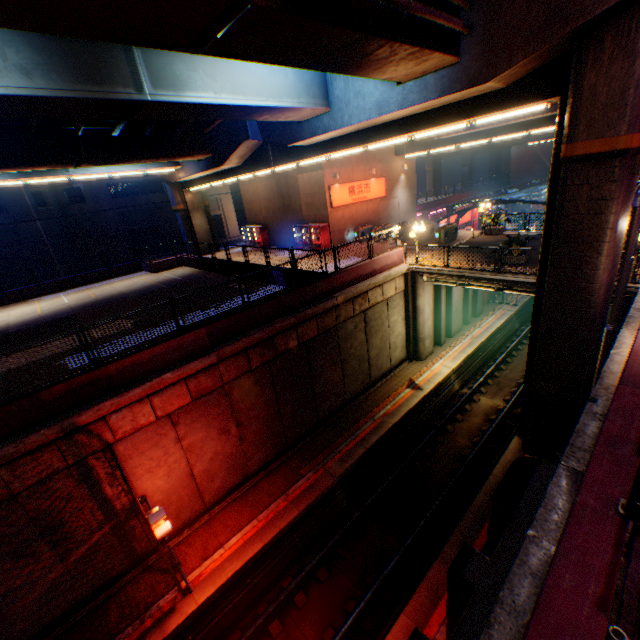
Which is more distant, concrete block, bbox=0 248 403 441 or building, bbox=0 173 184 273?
building, bbox=0 173 184 273

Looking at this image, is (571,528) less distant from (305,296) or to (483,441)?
(305,296)

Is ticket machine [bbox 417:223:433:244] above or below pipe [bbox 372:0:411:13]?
below

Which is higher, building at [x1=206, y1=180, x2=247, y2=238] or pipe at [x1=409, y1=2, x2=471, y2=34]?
pipe at [x1=409, y1=2, x2=471, y2=34]

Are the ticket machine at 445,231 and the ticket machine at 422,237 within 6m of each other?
yes

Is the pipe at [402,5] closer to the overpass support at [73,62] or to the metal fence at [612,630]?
the overpass support at [73,62]

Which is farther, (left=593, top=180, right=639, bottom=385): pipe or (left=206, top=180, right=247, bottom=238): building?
(left=206, top=180, right=247, bottom=238): building

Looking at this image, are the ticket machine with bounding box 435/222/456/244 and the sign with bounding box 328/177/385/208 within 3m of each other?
no
